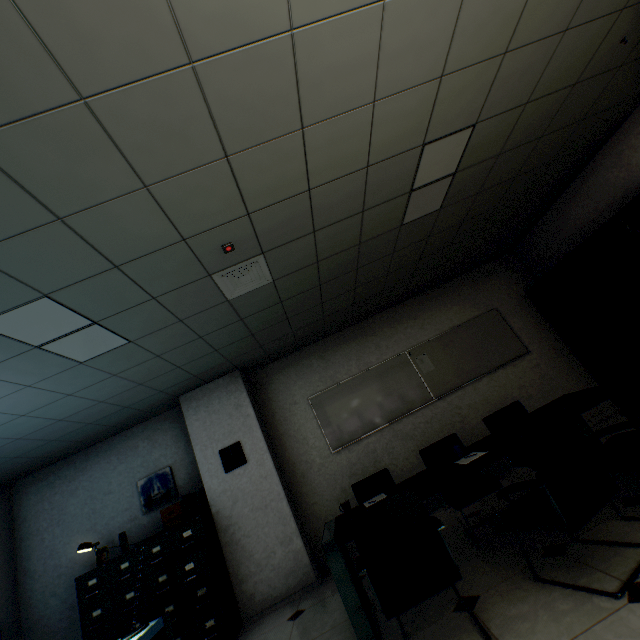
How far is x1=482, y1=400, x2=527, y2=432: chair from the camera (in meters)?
3.59

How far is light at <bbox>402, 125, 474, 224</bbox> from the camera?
2.7 meters

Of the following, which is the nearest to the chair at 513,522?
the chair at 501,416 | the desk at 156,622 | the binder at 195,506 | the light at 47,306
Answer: the chair at 501,416

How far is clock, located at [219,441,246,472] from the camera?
4.5m

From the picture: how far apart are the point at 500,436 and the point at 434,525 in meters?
1.3

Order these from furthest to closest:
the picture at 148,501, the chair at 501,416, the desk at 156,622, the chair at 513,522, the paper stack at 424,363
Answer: the paper stack at 424,363
the picture at 148,501
the chair at 501,416
the desk at 156,622
the chair at 513,522

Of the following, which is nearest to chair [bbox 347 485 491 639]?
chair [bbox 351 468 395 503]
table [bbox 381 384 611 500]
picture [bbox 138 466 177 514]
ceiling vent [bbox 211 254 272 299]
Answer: table [bbox 381 384 611 500]

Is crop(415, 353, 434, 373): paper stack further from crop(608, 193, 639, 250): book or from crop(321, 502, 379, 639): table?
crop(608, 193, 639, 250): book
